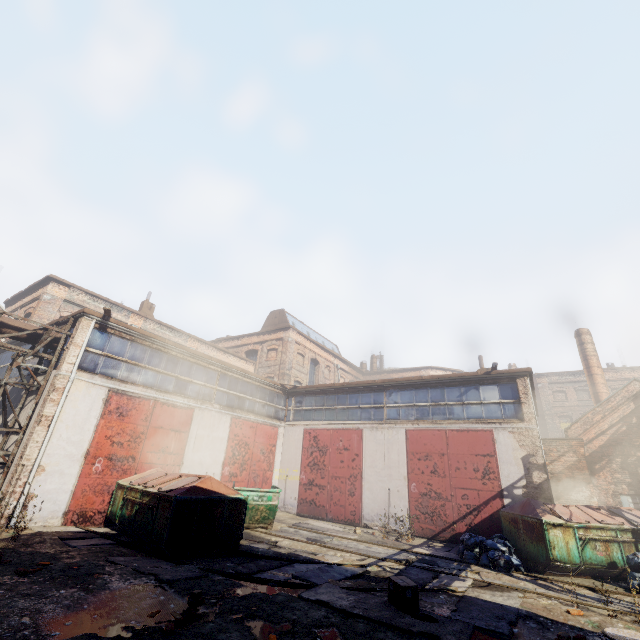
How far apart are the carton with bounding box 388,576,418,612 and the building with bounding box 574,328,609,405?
22.6 meters

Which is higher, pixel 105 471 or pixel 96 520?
pixel 105 471

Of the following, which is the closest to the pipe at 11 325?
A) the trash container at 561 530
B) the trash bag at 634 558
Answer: the trash container at 561 530

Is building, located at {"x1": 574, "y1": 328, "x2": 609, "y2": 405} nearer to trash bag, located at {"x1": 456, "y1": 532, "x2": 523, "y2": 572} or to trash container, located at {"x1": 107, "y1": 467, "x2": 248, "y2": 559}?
trash bag, located at {"x1": 456, "y1": 532, "x2": 523, "y2": 572}

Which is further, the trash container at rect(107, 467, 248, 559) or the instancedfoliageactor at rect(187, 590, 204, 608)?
the trash container at rect(107, 467, 248, 559)

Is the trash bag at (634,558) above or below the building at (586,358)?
below

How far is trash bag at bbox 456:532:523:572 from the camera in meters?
8.9 m

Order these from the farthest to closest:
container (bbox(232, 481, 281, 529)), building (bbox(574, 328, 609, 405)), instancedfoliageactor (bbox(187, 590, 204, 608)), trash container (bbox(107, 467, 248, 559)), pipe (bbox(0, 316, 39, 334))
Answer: building (bbox(574, 328, 609, 405)) → container (bbox(232, 481, 281, 529)) → pipe (bbox(0, 316, 39, 334)) → trash container (bbox(107, 467, 248, 559)) → instancedfoliageactor (bbox(187, 590, 204, 608))
